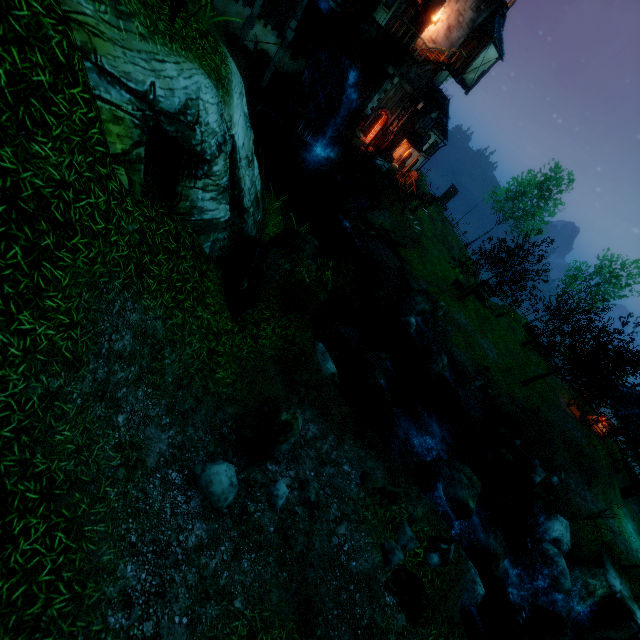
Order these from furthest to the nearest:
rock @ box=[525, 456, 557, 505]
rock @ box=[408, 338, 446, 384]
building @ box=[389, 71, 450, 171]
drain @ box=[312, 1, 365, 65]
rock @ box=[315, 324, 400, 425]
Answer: building @ box=[389, 71, 450, 171] < drain @ box=[312, 1, 365, 65] < rock @ box=[408, 338, 446, 384] < rock @ box=[525, 456, 557, 505] < rock @ box=[315, 324, 400, 425]

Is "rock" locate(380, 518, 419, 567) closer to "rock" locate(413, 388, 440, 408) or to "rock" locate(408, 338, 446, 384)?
"rock" locate(413, 388, 440, 408)

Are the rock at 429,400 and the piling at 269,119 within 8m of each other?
no

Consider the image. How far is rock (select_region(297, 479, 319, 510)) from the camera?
7.46m

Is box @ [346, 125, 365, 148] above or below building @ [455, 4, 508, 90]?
below

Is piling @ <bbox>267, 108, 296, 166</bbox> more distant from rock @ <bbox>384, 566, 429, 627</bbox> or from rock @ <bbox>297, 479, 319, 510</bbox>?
rock @ <bbox>384, 566, 429, 627</bbox>

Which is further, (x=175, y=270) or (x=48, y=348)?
(x=175, y=270)

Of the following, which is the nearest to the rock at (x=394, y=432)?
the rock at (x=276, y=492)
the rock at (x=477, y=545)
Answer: the rock at (x=477, y=545)
